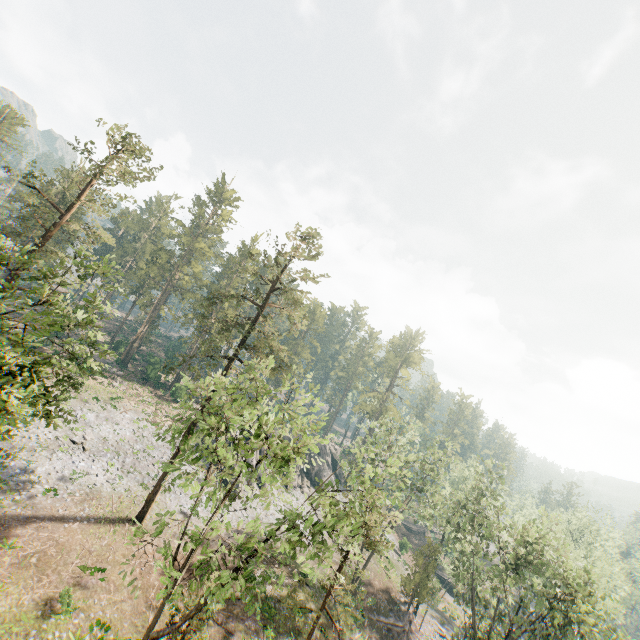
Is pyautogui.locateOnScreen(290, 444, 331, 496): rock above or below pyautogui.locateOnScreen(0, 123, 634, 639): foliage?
below

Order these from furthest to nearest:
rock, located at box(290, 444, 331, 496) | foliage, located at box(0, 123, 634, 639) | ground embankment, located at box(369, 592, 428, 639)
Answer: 1. rock, located at box(290, 444, 331, 496)
2. ground embankment, located at box(369, 592, 428, 639)
3. foliage, located at box(0, 123, 634, 639)

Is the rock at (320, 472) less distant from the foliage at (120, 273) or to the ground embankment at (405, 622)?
the foliage at (120, 273)

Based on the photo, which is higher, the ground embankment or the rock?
the rock

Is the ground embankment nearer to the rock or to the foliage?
the foliage

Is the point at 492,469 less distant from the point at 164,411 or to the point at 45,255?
the point at 164,411
